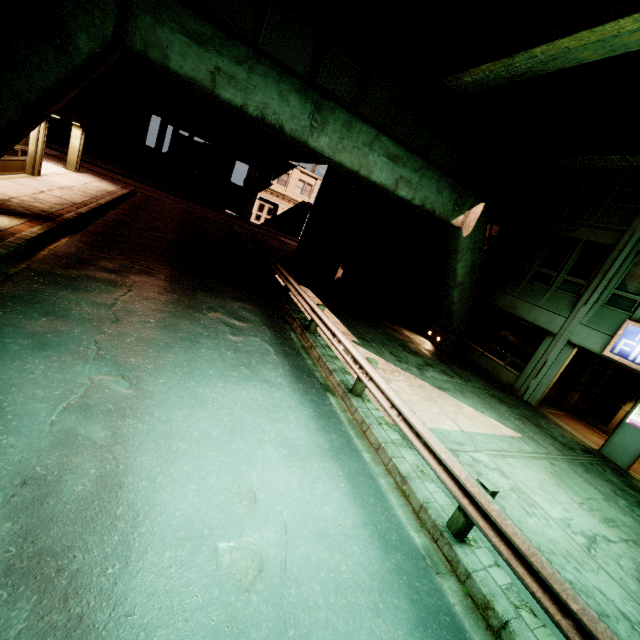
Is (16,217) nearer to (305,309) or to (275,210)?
(305,309)

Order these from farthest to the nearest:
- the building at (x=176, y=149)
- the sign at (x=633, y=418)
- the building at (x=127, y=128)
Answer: the building at (x=176, y=149), the building at (x=127, y=128), the sign at (x=633, y=418)

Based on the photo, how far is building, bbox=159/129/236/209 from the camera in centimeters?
3509cm

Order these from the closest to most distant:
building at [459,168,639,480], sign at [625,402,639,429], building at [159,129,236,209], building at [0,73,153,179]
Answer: sign at [625,402,639,429]
building at [459,168,639,480]
building at [0,73,153,179]
building at [159,129,236,209]

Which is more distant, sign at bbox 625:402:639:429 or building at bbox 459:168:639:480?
building at bbox 459:168:639:480

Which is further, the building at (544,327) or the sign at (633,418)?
the building at (544,327)

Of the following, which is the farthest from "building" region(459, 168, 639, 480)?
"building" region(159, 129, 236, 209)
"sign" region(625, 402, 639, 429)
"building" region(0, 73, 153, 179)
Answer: "building" region(0, 73, 153, 179)

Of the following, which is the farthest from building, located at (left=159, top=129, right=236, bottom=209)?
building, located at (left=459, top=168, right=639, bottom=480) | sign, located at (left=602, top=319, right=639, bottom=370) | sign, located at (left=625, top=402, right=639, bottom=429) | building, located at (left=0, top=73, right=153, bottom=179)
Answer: sign, located at (left=625, top=402, right=639, bottom=429)
